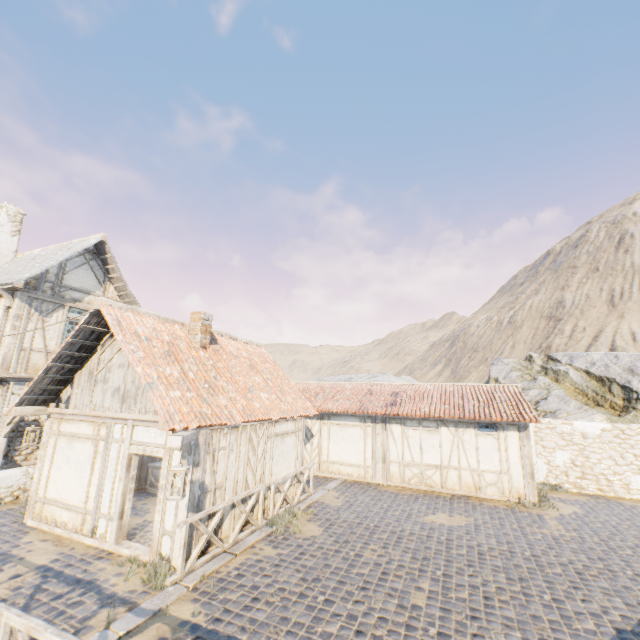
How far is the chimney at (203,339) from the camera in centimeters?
1055cm

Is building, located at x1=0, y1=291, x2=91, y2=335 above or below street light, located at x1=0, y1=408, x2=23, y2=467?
above

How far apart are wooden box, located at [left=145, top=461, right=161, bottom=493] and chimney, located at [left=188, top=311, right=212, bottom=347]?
4.7 meters

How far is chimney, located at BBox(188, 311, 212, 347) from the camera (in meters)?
Result: 10.55

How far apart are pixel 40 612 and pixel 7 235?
17.1 meters

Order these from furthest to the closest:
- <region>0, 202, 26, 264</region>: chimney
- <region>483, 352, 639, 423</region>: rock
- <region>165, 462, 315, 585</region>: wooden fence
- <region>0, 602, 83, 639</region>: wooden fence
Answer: <region>483, 352, 639, 423</region>: rock → <region>0, 202, 26, 264</region>: chimney → <region>165, 462, 315, 585</region>: wooden fence → <region>0, 602, 83, 639</region>: wooden fence

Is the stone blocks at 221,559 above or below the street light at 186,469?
below

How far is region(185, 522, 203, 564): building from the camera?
6.9 meters
